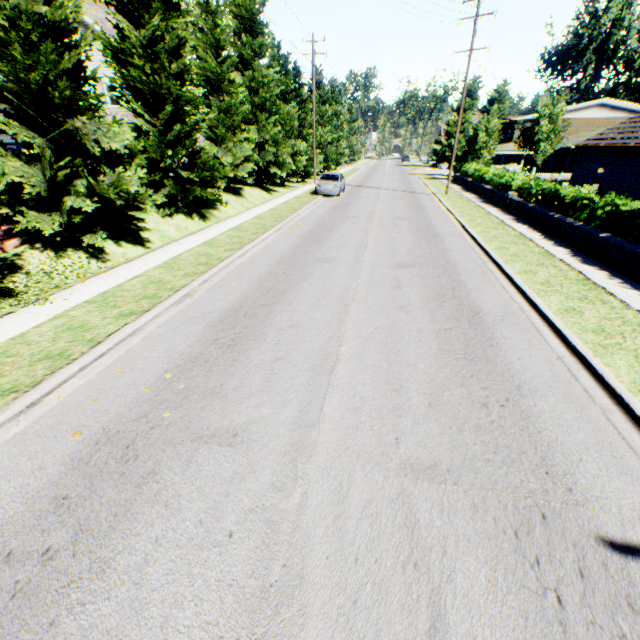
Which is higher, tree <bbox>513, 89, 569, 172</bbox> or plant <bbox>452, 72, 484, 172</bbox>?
plant <bbox>452, 72, 484, 172</bbox>

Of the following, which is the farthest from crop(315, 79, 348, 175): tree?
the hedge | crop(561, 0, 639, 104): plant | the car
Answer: the hedge

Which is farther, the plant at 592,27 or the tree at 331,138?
the plant at 592,27

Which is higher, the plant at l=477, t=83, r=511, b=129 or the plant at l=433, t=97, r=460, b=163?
the plant at l=477, t=83, r=511, b=129

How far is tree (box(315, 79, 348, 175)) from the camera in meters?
39.3

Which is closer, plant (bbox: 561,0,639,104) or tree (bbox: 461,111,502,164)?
tree (bbox: 461,111,502,164)

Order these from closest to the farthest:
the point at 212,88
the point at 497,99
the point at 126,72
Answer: the point at 126,72 < the point at 212,88 < the point at 497,99

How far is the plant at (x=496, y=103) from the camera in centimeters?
3556cm
